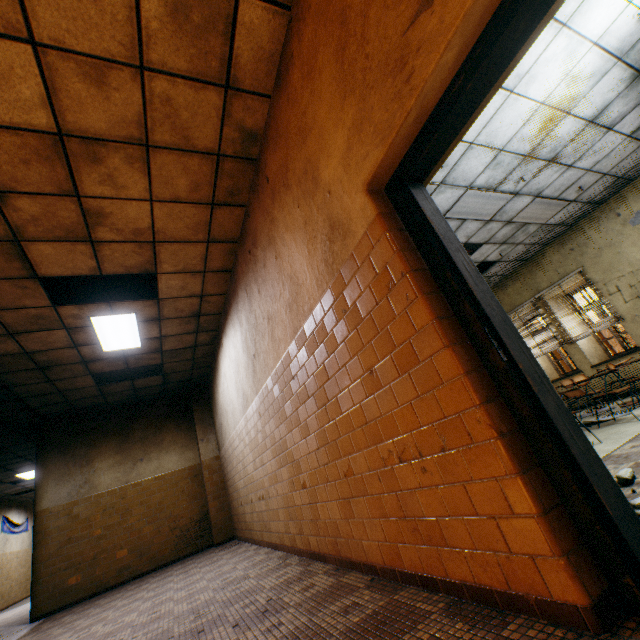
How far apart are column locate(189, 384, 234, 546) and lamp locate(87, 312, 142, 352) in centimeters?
312cm

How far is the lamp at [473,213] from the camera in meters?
5.5 m

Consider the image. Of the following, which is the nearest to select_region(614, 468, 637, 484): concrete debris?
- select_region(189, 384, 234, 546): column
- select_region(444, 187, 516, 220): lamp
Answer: select_region(444, 187, 516, 220): lamp

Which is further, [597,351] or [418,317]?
[597,351]

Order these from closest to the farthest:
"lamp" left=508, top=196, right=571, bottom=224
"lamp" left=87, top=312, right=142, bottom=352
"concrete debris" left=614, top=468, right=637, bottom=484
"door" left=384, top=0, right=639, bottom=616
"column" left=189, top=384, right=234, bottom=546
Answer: "door" left=384, top=0, right=639, bottom=616 < "concrete debris" left=614, top=468, right=637, bottom=484 < "lamp" left=87, top=312, right=142, bottom=352 < "lamp" left=508, top=196, right=571, bottom=224 < "column" left=189, top=384, right=234, bottom=546

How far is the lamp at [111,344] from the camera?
5.21m

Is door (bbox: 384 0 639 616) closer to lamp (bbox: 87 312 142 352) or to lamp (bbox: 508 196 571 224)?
lamp (bbox: 87 312 142 352)

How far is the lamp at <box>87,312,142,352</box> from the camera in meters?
5.2
